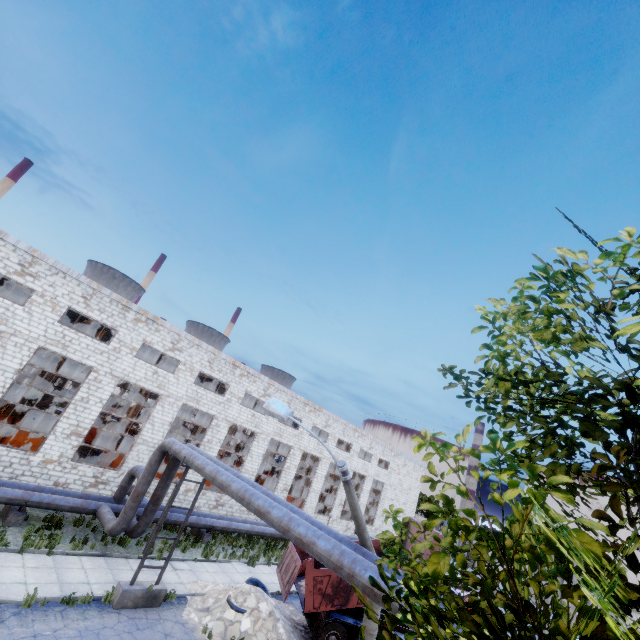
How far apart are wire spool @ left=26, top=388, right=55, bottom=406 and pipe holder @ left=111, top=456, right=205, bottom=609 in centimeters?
1619cm

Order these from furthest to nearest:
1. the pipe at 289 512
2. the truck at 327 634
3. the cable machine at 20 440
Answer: the cable machine at 20 440 < the truck at 327 634 < the pipe at 289 512

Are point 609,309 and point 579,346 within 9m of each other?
yes

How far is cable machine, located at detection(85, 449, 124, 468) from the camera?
21.91m

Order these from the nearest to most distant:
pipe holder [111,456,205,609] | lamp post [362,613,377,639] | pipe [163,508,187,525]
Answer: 1. lamp post [362,613,377,639]
2. pipe holder [111,456,205,609]
3. pipe [163,508,187,525]

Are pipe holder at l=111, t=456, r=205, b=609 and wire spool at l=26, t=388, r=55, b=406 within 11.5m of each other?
no

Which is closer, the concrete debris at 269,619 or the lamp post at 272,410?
the lamp post at 272,410

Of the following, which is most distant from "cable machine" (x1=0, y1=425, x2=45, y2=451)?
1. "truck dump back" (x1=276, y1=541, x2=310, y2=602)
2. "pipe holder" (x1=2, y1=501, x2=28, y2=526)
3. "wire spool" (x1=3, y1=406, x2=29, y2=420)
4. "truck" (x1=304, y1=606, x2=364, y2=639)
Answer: "truck" (x1=304, y1=606, x2=364, y2=639)
